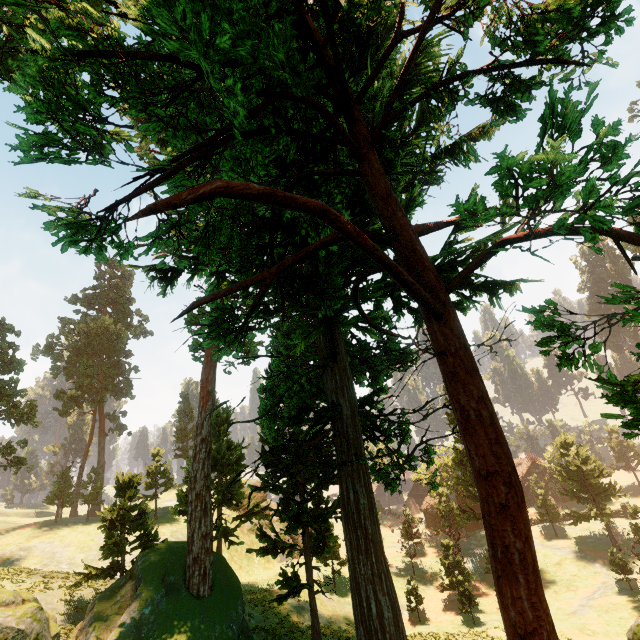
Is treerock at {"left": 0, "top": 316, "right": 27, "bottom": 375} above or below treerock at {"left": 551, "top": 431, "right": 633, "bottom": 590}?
above

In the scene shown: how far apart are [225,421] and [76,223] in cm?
3362

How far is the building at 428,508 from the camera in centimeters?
5658cm

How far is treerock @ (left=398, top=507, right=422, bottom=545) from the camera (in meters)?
42.95

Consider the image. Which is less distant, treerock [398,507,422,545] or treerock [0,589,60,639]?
treerock [0,589,60,639]

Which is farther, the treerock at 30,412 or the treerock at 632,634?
the treerock at 30,412
